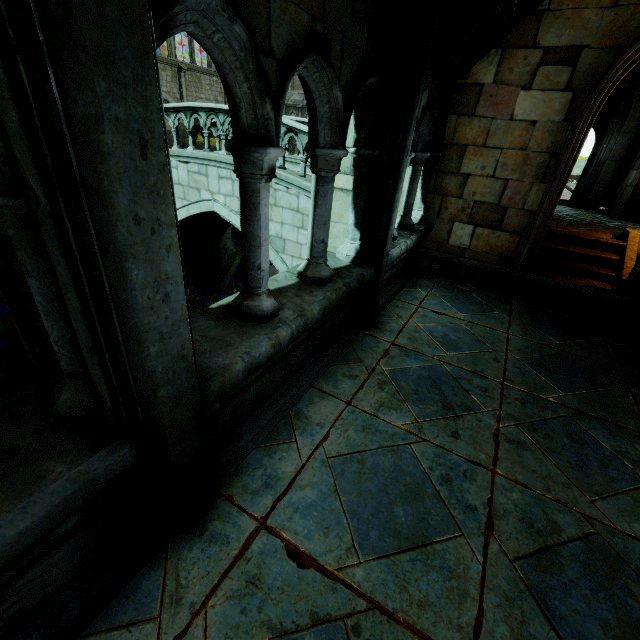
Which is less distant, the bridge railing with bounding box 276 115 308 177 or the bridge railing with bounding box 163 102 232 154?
the bridge railing with bounding box 276 115 308 177

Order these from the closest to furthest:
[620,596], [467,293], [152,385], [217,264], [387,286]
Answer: [152,385] → [620,596] → [387,286] → [467,293] → [217,264]

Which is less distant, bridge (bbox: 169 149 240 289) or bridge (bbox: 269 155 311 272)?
bridge (bbox: 269 155 311 272)

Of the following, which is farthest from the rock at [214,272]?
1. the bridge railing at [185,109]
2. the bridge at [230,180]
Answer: the bridge railing at [185,109]

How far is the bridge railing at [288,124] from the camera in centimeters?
778cm

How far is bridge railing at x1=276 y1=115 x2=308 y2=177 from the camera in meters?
7.8 m

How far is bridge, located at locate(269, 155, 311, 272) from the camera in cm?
821

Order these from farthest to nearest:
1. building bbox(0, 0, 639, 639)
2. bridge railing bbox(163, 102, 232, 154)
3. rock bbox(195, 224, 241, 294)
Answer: rock bbox(195, 224, 241, 294) < bridge railing bbox(163, 102, 232, 154) < building bbox(0, 0, 639, 639)
